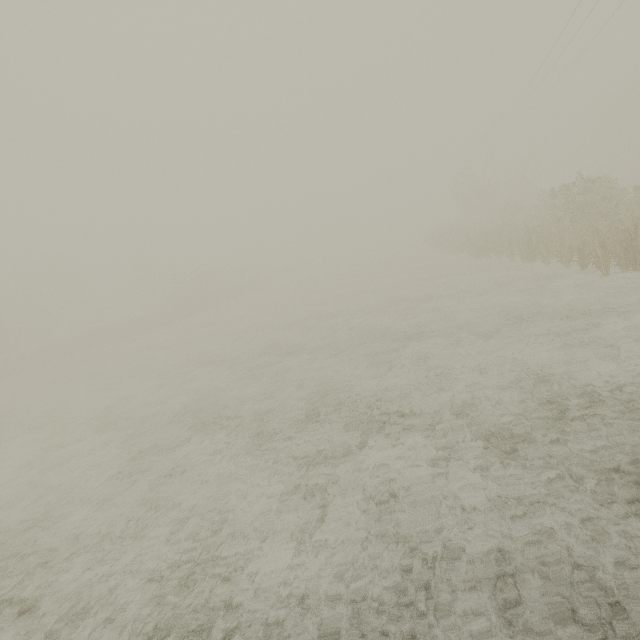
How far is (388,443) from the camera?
6.30m
